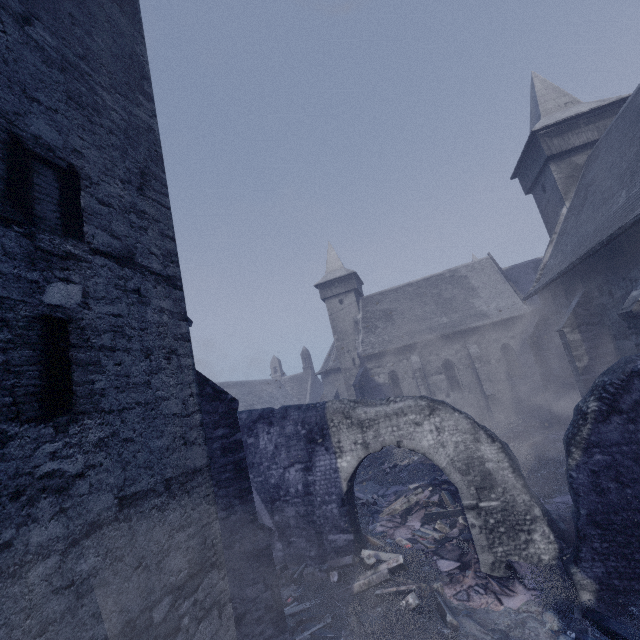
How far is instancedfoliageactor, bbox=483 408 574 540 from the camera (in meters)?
9.05

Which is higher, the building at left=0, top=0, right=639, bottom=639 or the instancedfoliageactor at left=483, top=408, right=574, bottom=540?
the building at left=0, top=0, right=639, bottom=639

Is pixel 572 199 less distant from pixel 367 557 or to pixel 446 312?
pixel 446 312

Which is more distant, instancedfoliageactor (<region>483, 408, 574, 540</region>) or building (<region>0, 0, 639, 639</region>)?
instancedfoliageactor (<region>483, 408, 574, 540</region>)

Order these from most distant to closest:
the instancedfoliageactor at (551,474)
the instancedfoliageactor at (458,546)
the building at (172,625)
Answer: the instancedfoliageactor at (551,474) < the instancedfoliageactor at (458,546) < the building at (172,625)

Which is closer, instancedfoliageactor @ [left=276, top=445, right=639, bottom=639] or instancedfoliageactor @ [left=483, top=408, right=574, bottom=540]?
instancedfoliageactor @ [left=276, top=445, right=639, bottom=639]

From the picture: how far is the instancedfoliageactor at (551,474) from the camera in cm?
905
